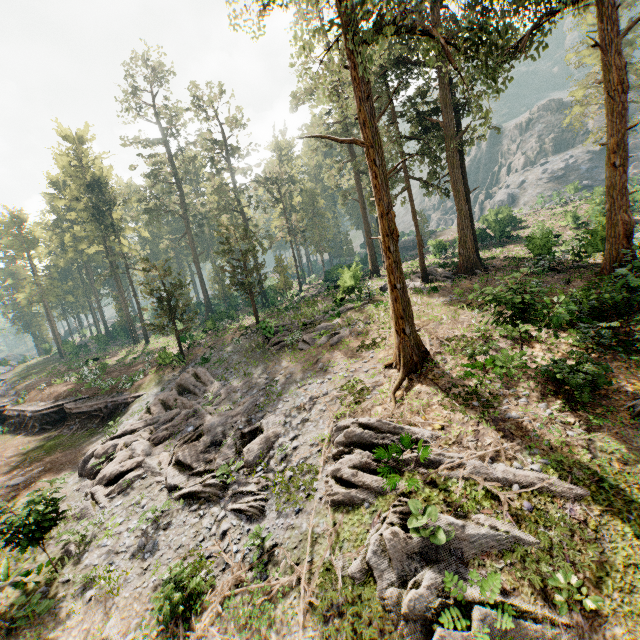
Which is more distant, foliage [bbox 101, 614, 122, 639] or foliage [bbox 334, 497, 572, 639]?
foliage [bbox 101, 614, 122, 639]

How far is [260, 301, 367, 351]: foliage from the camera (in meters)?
20.95

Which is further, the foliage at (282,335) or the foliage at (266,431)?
the foliage at (282,335)

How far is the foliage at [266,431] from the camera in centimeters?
1291cm

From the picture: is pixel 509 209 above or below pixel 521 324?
above

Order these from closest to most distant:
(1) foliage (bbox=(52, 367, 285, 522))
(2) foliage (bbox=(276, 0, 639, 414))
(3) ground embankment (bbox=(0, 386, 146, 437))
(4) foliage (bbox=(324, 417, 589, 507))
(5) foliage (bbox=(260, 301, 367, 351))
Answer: (4) foliage (bbox=(324, 417, 589, 507))
(2) foliage (bbox=(276, 0, 639, 414))
(1) foliage (bbox=(52, 367, 285, 522))
(5) foliage (bbox=(260, 301, 367, 351))
(3) ground embankment (bbox=(0, 386, 146, 437))

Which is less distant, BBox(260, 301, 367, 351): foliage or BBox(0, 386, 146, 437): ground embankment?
BBox(260, 301, 367, 351): foliage

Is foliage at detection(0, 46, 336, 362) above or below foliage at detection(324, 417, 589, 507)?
above
